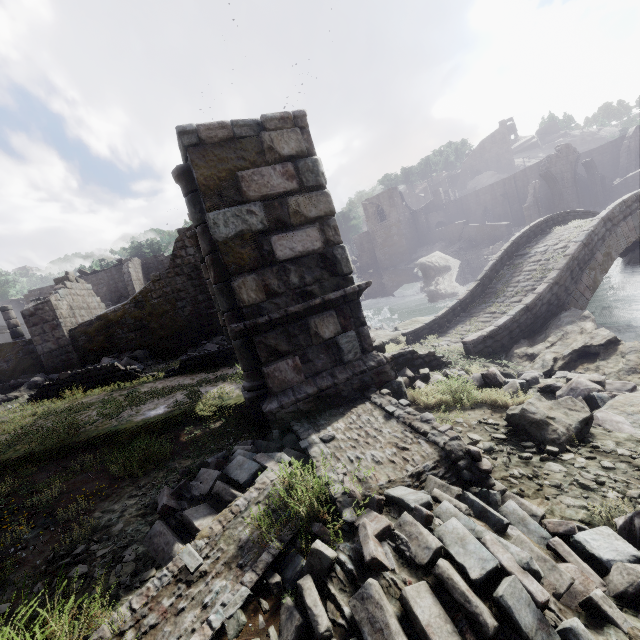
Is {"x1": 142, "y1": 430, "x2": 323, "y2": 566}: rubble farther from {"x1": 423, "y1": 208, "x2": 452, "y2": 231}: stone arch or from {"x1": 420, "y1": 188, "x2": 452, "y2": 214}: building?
{"x1": 423, "y1": 208, "x2": 452, "y2": 231}: stone arch

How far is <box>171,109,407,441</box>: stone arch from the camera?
6.1m

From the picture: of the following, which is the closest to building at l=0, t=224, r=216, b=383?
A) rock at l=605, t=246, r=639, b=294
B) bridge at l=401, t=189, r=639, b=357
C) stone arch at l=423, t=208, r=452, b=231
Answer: stone arch at l=423, t=208, r=452, b=231

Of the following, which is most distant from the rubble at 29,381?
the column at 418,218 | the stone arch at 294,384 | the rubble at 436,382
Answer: the column at 418,218

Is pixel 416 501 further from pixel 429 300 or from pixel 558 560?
pixel 429 300

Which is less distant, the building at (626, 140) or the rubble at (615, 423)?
the rubble at (615, 423)

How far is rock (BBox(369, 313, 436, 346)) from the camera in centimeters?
1440cm

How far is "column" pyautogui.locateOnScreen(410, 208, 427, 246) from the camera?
50.7m
